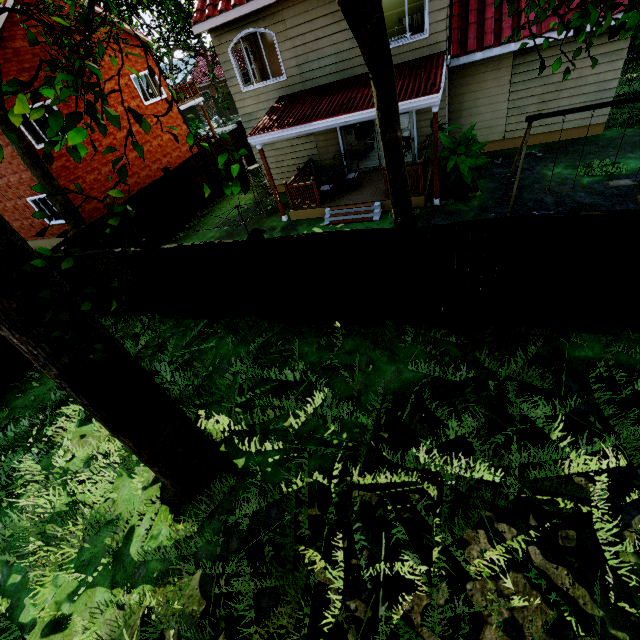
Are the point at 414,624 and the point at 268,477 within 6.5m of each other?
yes

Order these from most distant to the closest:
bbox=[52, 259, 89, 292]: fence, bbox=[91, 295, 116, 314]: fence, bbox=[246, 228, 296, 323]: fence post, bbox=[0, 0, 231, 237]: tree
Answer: bbox=[91, 295, 116, 314]: fence, bbox=[52, 259, 89, 292]: fence, bbox=[246, 228, 296, 323]: fence post, bbox=[0, 0, 231, 237]: tree

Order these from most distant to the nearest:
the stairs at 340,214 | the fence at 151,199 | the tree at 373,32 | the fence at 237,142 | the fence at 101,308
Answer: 1. the fence at 237,142
2. the stairs at 340,214
3. the fence at 101,308
4. the fence at 151,199
5. the tree at 373,32

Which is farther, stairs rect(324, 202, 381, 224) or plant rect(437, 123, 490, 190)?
stairs rect(324, 202, 381, 224)

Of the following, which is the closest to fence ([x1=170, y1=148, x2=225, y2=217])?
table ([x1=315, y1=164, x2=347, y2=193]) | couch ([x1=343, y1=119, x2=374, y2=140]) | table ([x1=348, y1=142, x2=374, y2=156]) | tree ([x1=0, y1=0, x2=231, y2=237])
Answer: tree ([x1=0, y1=0, x2=231, y2=237])

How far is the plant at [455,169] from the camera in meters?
8.7 m

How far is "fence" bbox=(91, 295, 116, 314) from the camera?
10.3m
